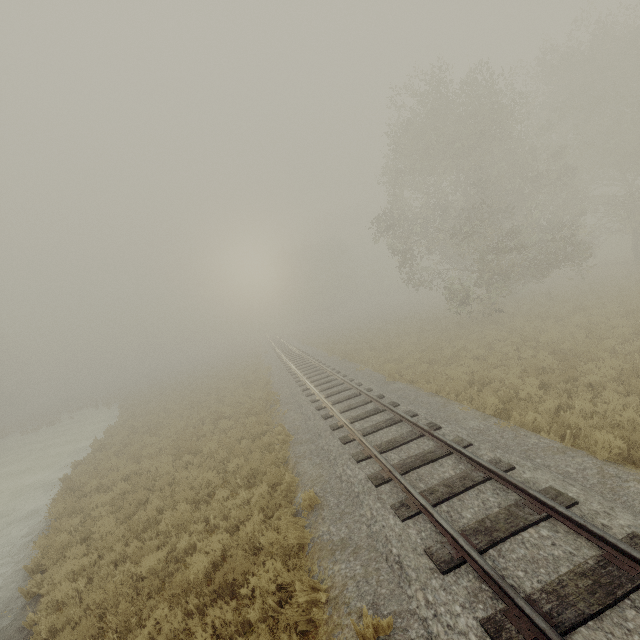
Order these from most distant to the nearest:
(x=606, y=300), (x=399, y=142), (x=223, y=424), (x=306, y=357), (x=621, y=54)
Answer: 1. (x=306, y=357)
2. (x=399, y=142)
3. (x=621, y=54)
4. (x=606, y=300)
5. (x=223, y=424)
